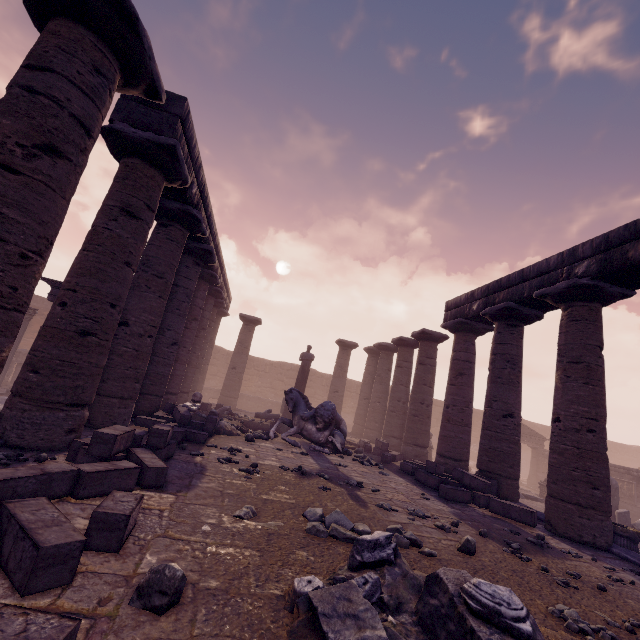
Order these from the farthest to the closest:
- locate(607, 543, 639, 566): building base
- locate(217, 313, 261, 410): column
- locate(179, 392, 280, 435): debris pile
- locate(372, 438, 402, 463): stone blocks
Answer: locate(217, 313, 261, 410): column
locate(372, 438, 402, 463): stone blocks
locate(179, 392, 280, 435): debris pile
locate(607, 543, 639, 566): building base

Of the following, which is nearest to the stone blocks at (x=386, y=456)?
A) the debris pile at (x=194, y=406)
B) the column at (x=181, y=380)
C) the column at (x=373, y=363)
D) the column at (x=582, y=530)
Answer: the column at (x=373, y=363)

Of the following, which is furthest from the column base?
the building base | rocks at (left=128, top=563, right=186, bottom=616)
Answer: rocks at (left=128, top=563, right=186, bottom=616)

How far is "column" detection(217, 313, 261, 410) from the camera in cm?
1817

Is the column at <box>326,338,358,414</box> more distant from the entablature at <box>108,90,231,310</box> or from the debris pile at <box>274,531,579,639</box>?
the debris pile at <box>274,531,579,639</box>

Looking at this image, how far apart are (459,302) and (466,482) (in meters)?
6.48

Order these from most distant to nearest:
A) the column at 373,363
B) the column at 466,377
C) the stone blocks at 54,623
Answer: the column at 373,363
the column at 466,377
the stone blocks at 54,623

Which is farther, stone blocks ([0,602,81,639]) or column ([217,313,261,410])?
column ([217,313,261,410])
